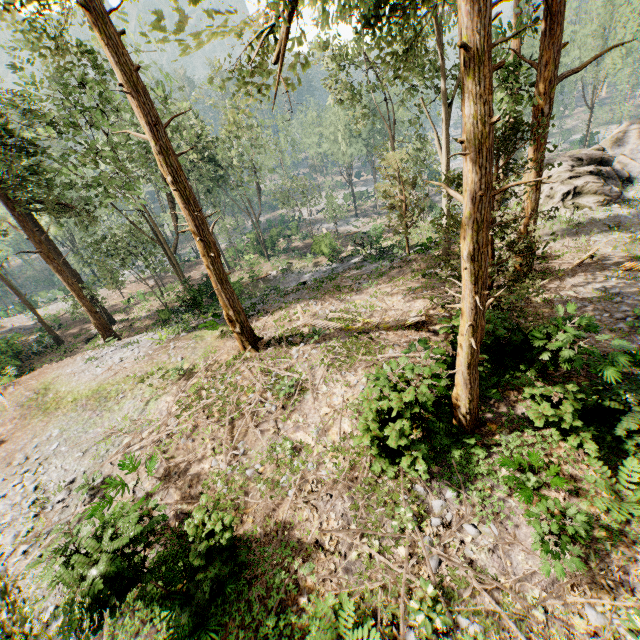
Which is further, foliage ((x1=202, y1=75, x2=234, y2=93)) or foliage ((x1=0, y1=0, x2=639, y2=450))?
foliage ((x1=0, y1=0, x2=639, y2=450))

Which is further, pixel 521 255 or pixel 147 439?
pixel 147 439

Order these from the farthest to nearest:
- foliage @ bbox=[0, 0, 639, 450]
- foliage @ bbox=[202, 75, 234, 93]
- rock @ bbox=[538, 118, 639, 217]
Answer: rock @ bbox=[538, 118, 639, 217]
foliage @ bbox=[0, 0, 639, 450]
foliage @ bbox=[202, 75, 234, 93]

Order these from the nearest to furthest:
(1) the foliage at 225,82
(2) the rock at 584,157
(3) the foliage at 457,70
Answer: (1) the foliage at 225,82
(3) the foliage at 457,70
(2) the rock at 584,157

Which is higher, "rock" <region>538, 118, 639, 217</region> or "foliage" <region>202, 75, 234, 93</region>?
"foliage" <region>202, 75, 234, 93</region>

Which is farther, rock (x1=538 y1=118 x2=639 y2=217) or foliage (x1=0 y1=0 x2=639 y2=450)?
rock (x1=538 y1=118 x2=639 y2=217)

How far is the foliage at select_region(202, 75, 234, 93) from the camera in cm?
465

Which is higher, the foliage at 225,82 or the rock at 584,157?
the foliage at 225,82
